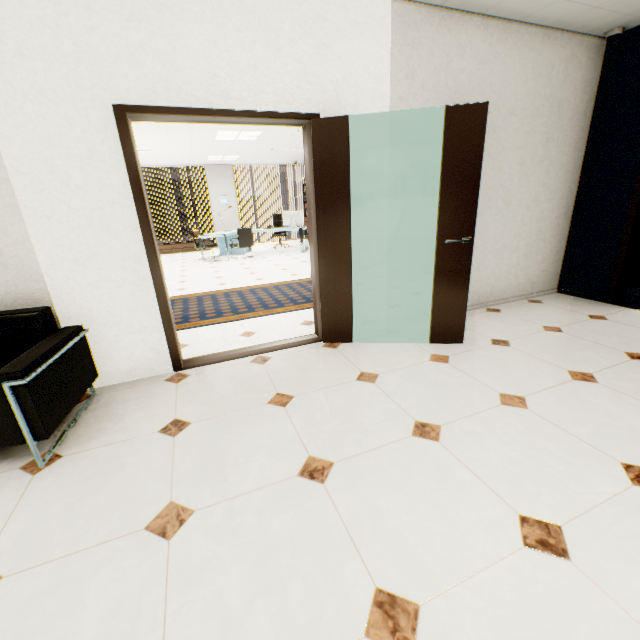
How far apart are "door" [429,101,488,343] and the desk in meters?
7.4

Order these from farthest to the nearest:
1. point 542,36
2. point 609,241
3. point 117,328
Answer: point 609,241 < point 542,36 < point 117,328

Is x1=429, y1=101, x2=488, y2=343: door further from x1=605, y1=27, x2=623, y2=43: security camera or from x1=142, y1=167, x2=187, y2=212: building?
x1=142, y1=167, x2=187, y2=212: building

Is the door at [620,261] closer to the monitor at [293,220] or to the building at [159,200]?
the monitor at [293,220]

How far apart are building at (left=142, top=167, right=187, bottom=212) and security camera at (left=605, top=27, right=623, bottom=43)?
67.47m

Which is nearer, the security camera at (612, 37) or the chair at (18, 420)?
the chair at (18, 420)

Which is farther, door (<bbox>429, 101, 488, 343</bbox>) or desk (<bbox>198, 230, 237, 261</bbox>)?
desk (<bbox>198, 230, 237, 261</bbox>)

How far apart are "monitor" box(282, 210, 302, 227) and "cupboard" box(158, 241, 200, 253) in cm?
371
